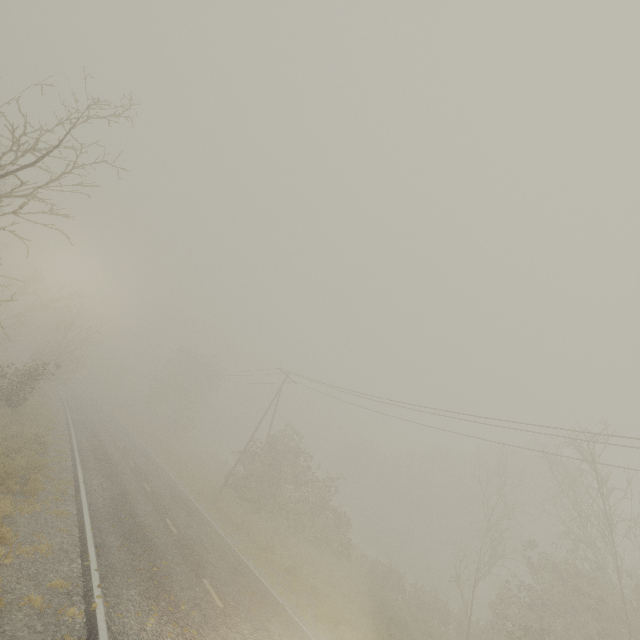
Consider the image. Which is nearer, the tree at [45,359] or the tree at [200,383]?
the tree at [45,359]

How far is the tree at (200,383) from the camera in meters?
47.1

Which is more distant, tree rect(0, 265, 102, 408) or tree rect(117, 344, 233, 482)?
tree rect(117, 344, 233, 482)

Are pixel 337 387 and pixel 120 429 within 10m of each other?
no

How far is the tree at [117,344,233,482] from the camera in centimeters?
4706cm
